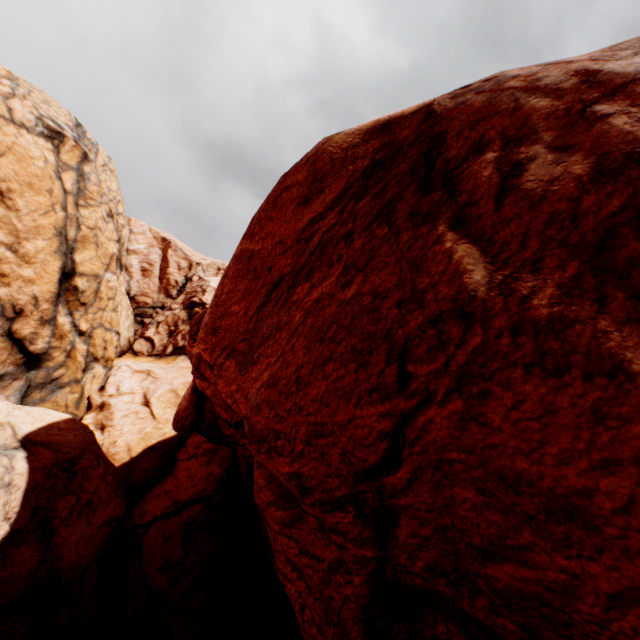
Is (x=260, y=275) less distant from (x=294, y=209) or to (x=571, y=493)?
(x=294, y=209)
